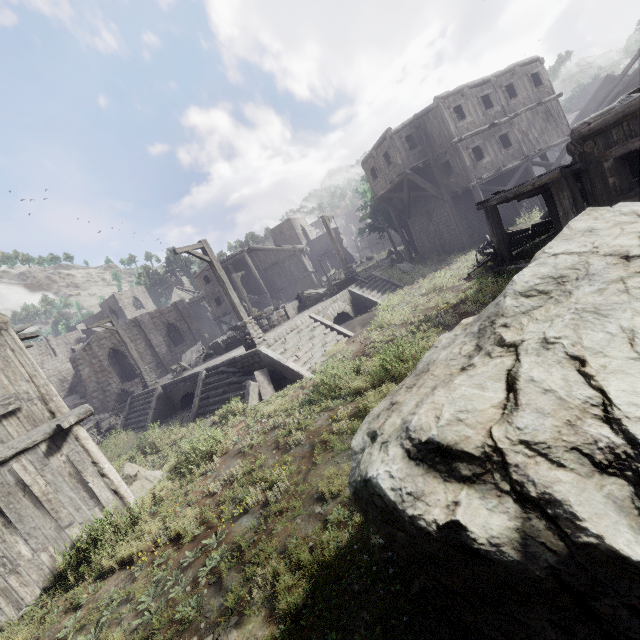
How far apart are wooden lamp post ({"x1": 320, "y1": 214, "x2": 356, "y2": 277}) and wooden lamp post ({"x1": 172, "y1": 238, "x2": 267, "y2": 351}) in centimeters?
912cm

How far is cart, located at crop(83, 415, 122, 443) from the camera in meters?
18.1

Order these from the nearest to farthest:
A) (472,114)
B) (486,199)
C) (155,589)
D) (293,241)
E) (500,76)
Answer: (155,589) < (486,199) < (472,114) < (500,76) < (293,241)

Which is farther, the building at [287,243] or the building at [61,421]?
the building at [287,243]

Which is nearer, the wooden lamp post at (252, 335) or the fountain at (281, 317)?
the wooden lamp post at (252, 335)

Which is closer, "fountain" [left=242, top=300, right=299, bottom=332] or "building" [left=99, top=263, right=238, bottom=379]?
"fountain" [left=242, top=300, right=299, bottom=332]

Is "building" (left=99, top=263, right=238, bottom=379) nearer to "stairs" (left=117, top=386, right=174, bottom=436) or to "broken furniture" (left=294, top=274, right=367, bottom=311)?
"stairs" (left=117, top=386, right=174, bottom=436)

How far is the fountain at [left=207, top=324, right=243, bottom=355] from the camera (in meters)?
17.33
